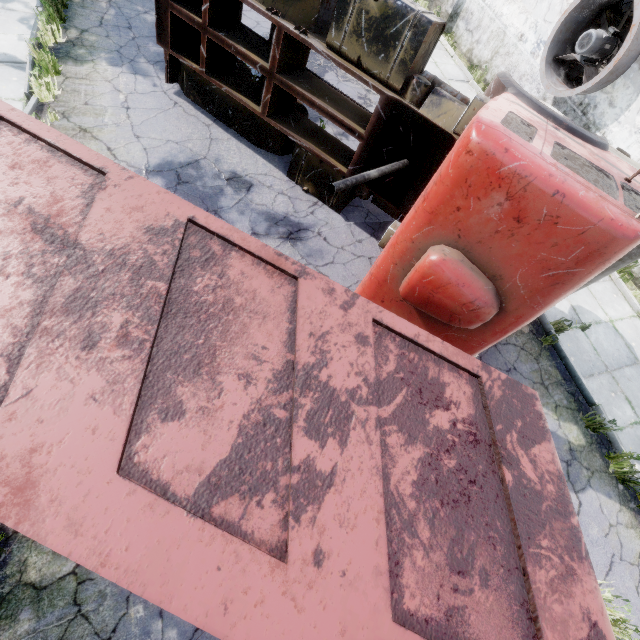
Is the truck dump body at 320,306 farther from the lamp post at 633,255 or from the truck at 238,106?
the lamp post at 633,255

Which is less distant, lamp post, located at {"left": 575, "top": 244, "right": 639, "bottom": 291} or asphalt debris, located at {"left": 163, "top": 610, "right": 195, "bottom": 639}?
asphalt debris, located at {"left": 163, "top": 610, "right": 195, "bottom": 639}

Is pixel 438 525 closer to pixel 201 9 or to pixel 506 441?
pixel 506 441

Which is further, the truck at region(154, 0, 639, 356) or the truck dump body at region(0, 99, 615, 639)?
the truck at region(154, 0, 639, 356)

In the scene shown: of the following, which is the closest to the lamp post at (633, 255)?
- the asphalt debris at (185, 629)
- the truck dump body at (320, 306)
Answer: the asphalt debris at (185, 629)

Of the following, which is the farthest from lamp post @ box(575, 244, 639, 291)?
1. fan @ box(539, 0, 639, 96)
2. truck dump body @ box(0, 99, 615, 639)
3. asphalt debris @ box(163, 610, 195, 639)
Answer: fan @ box(539, 0, 639, 96)

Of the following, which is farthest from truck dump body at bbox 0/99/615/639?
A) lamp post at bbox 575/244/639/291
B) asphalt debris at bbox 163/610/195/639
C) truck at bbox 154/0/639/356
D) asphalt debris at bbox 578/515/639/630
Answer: lamp post at bbox 575/244/639/291

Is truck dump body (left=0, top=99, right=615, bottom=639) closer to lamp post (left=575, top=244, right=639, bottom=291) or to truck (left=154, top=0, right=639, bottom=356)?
truck (left=154, top=0, right=639, bottom=356)
